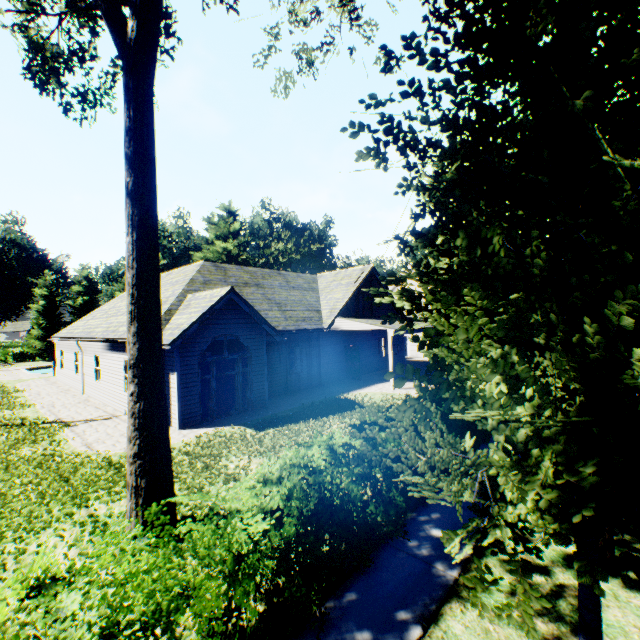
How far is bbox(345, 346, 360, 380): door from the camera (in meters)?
20.42

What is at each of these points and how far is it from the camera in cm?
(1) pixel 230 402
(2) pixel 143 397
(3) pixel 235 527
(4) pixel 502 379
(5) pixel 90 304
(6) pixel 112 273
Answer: (1) curtain, 1381
(2) tree, 563
(3) hedge, 331
(4) tree, 276
(5) tree, 4756
(6) plant, 5931

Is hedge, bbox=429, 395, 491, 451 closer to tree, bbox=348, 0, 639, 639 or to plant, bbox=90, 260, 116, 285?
tree, bbox=348, 0, 639, 639

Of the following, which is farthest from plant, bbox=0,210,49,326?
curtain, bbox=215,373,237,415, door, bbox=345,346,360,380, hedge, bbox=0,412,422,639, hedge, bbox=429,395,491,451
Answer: hedge, bbox=0,412,422,639

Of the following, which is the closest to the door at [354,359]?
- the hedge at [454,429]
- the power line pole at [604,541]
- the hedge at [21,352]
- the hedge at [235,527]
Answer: the hedge at [454,429]

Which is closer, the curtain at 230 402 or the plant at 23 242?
the curtain at 230 402

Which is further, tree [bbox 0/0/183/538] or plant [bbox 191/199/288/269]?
plant [bbox 191/199/288/269]

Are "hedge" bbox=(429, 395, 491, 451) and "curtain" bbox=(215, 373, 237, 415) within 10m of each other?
yes
